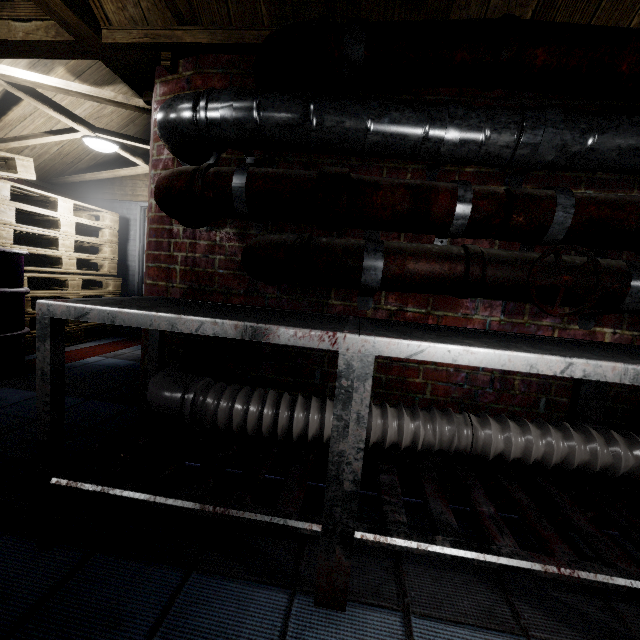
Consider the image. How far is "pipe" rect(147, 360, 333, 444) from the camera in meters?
1.2

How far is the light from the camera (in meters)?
3.30

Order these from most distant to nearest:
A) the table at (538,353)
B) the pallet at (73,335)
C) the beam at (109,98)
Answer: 1. the pallet at (73,335)
2. the beam at (109,98)
3. the table at (538,353)

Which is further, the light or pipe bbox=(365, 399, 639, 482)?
the light

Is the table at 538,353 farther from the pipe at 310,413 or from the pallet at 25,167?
the pallet at 25,167

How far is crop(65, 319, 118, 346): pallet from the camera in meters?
3.8 m

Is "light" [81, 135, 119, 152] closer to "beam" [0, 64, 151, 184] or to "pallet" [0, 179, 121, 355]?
"beam" [0, 64, 151, 184]

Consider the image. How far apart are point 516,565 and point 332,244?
1.1 meters
